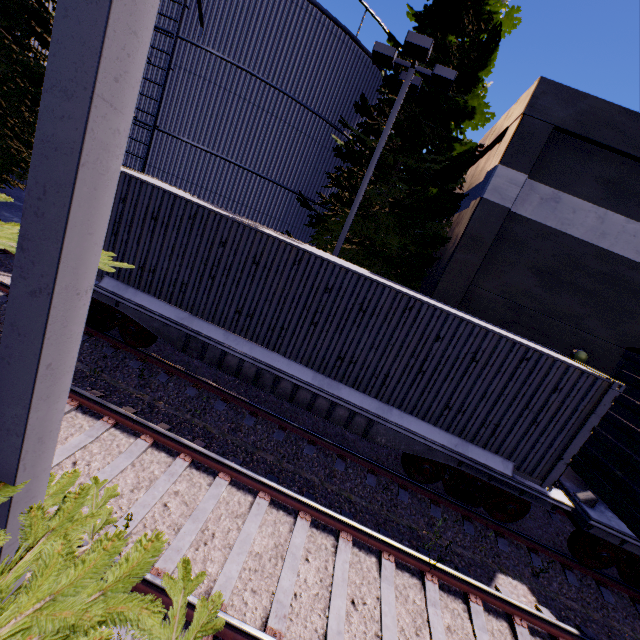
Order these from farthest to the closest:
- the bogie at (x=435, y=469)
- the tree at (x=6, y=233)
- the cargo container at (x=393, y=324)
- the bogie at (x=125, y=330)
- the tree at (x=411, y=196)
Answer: the tree at (x=411, y=196)
the bogie at (x=125, y=330)
the bogie at (x=435, y=469)
the cargo container at (x=393, y=324)
the tree at (x=6, y=233)

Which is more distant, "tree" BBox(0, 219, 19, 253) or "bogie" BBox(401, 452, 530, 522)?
"bogie" BBox(401, 452, 530, 522)

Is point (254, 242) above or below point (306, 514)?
→ above

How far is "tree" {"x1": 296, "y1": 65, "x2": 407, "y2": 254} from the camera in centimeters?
1109cm

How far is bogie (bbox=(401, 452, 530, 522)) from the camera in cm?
700

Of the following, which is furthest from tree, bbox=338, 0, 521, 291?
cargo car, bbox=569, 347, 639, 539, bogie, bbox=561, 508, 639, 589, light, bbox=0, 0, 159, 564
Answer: bogie, bbox=561, 508, 639, 589

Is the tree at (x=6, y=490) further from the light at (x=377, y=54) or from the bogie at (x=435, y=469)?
the bogie at (x=435, y=469)

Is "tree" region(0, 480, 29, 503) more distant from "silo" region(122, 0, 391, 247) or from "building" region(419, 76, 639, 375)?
"building" region(419, 76, 639, 375)
